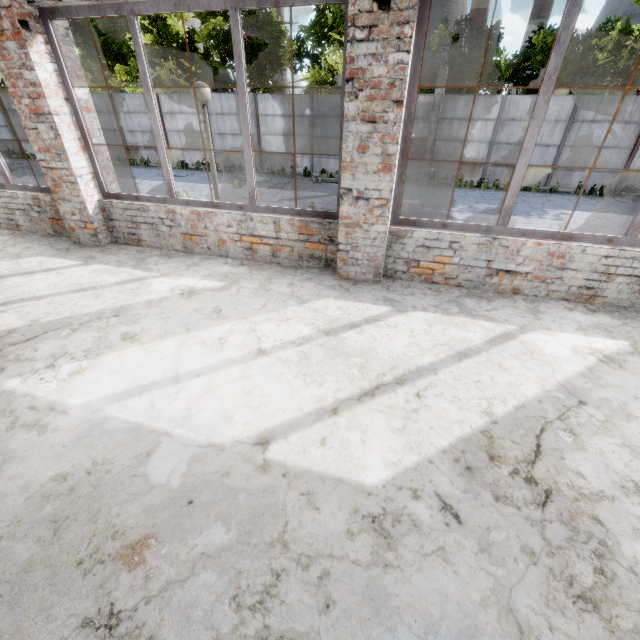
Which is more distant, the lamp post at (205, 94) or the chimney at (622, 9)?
the chimney at (622, 9)

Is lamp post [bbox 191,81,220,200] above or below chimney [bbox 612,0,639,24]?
below

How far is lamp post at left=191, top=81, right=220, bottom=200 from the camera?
5.3m

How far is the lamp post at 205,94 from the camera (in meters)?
5.30

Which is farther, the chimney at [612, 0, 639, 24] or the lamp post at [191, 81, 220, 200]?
the chimney at [612, 0, 639, 24]

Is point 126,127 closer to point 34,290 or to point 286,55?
point 286,55
